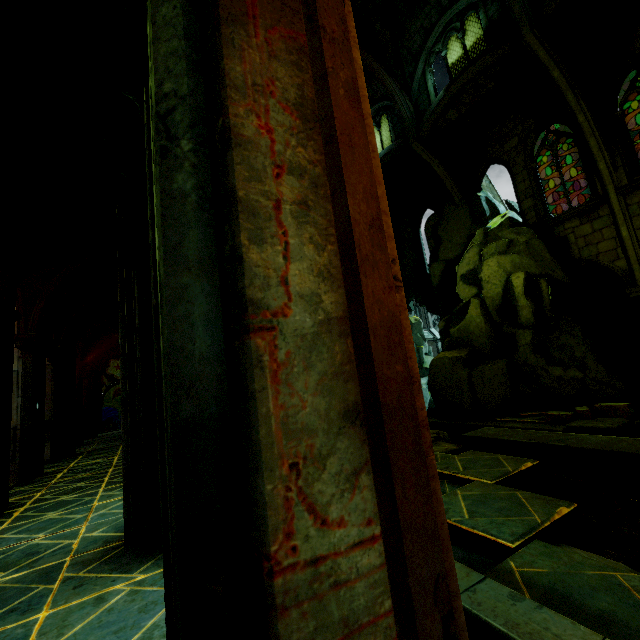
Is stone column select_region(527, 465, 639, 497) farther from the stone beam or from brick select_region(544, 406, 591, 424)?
brick select_region(544, 406, 591, 424)

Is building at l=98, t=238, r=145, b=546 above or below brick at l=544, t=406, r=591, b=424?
above

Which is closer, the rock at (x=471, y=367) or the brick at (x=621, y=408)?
the brick at (x=621, y=408)

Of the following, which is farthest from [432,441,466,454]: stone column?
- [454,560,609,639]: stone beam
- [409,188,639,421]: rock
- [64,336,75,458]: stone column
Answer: [64,336,75,458]: stone column

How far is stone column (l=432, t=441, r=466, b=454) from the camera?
6.2m

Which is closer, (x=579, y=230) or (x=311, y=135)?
(x=311, y=135)

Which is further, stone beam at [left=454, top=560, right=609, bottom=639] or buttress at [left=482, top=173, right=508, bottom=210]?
buttress at [left=482, top=173, right=508, bottom=210]

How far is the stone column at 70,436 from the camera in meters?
9.9
